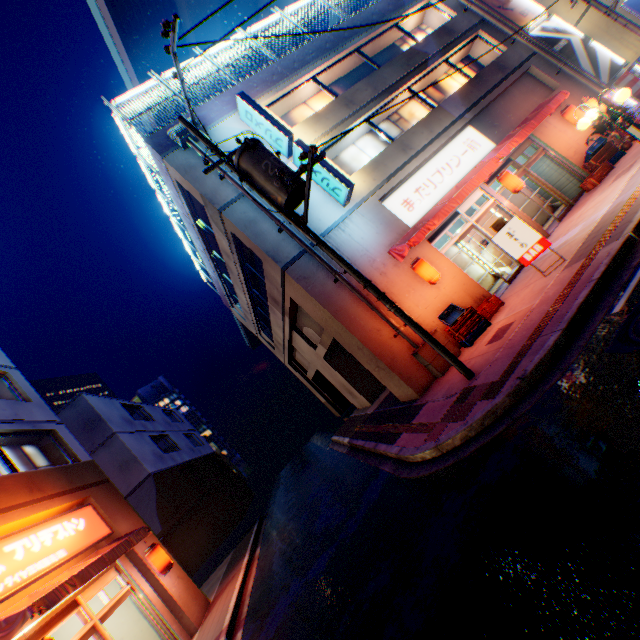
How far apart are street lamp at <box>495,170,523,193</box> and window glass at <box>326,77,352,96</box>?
6.96m

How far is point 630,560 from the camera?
2.3 meters

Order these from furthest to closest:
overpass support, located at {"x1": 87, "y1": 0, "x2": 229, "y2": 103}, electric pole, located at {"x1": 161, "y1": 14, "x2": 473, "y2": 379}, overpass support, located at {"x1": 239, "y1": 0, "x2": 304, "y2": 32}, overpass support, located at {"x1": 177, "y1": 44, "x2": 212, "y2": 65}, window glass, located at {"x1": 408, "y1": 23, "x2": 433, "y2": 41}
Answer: overpass support, located at {"x1": 239, "y1": 0, "x2": 304, "y2": 32}
overpass support, located at {"x1": 177, "y1": 44, "x2": 212, "y2": 65}
overpass support, located at {"x1": 87, "y1": 0, "x2": 229, "y2": 103}
window glass, located at {"x1": 408, "y1": 23, "x2": 433, "y2": 41}
electric pole, located at {"x1": 161, "y1": 14, "x2": 473, "y2": 379}

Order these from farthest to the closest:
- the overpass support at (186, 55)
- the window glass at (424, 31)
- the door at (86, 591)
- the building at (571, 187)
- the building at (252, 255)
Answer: the overpass support at (186, 55), the window glass at (424, 31), the building at (571, 187), the building at (252, 255), the door at (86, 591)

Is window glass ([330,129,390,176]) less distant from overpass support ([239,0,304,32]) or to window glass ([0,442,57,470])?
window glass ([0,442,57,470])

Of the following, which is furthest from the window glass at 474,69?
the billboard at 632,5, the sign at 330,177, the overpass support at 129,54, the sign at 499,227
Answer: the overpass support at 129,54

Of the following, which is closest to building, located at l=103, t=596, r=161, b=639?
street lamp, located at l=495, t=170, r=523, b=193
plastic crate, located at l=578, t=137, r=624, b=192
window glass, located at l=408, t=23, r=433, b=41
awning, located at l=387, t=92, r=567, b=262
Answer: awning, located at l=387, t=92, r=567, b=262

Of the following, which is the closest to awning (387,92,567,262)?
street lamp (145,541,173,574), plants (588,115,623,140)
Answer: plants (588,115,623,140)
